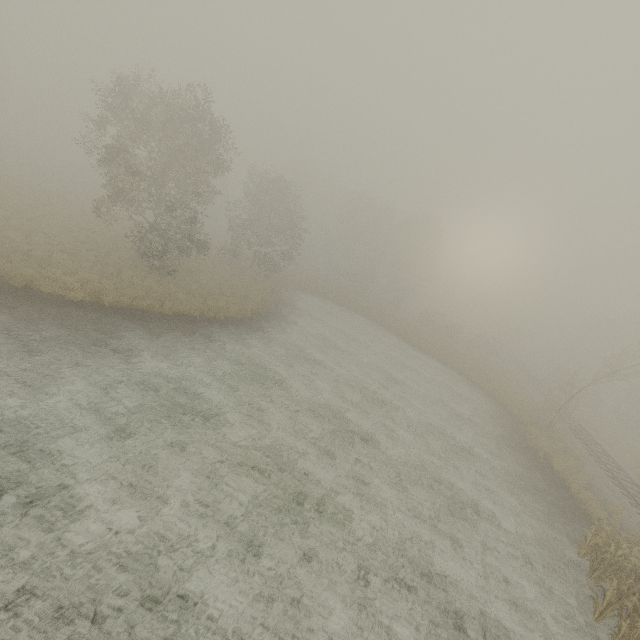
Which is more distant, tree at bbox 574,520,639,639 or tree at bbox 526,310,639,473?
tree at bbox 526,310,639,473

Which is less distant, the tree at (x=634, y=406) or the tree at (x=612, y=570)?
the tree at (x=612, y=570)

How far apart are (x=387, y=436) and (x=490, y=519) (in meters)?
5.10
